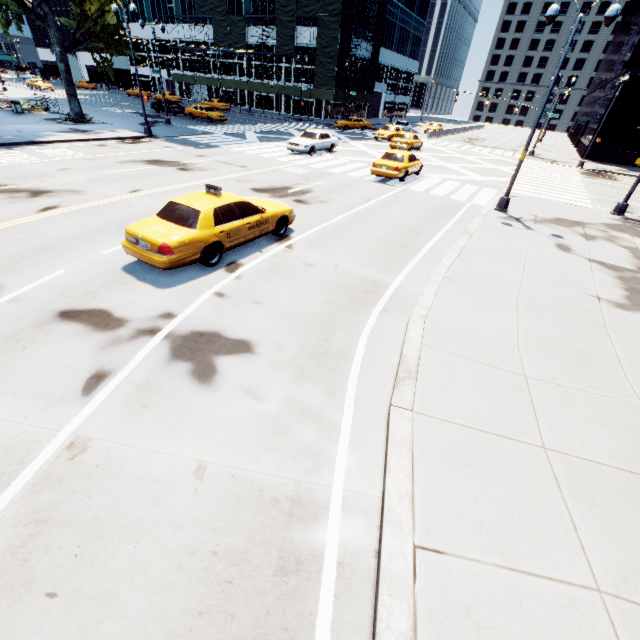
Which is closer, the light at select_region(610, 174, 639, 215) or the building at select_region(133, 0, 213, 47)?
the light at select_region(610, 174, 639, 215)

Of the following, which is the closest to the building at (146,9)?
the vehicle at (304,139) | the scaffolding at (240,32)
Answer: the scaffolding at (240,32)

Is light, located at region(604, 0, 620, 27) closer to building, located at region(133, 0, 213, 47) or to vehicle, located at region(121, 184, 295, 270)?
vehicle, located at region(121, 184, 295, 270)

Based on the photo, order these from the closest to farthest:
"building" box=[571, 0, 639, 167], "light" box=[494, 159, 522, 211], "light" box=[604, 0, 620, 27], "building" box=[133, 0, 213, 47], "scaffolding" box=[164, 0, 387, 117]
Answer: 1. "light" box=[604, 0, 620, 27]
2. "light" box=[494, 159, 522, 211]
3. "building" box=[571, 0, 639, 167]
4. "scaffolding" box=[164, 0, 387, 117]
5. "building" box=[133, 0, 213, 47]

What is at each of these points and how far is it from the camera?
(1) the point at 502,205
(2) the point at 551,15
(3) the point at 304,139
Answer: (1) light, 15.3m
(2) light, 11.8m
(3) vehicle, 23.7m

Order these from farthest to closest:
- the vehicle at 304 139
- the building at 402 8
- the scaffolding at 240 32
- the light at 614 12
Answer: the building at 402 8, the scaffolding at 240 32, the vehicle at 304 139, the light at 614 12

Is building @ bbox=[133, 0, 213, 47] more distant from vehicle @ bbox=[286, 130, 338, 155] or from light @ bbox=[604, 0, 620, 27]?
light @ bbox=[604, 0, 620, 27]

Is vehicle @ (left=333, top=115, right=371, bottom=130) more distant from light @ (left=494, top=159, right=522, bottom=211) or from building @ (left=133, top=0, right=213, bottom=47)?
light @ (left=494, top=159, right=522, bottom=211)
